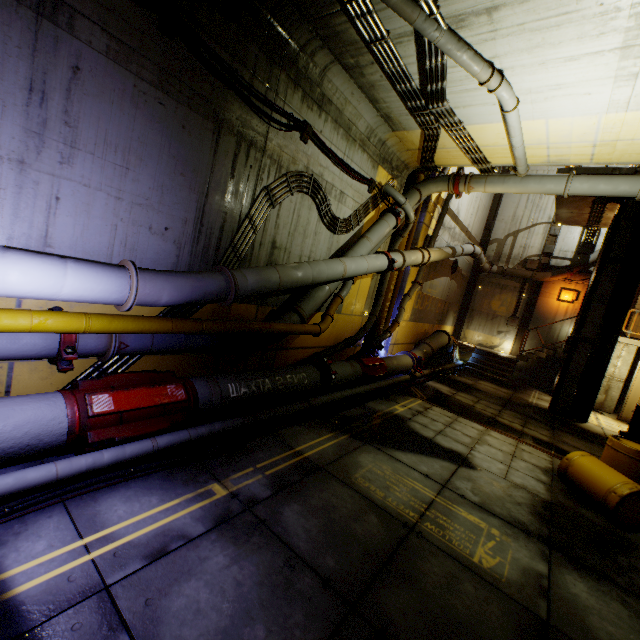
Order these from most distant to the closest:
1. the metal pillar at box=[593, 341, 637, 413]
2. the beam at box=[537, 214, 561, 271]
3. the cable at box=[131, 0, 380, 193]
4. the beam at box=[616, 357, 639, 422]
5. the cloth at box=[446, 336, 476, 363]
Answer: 1. the beam at box=[537, 214, 561, 271]
2. the cloth at box=[446, 336, 476, 363]
3. the metal pillar at box=[593, 341, 637, 413]
4. the beam at box=[616, 357, 639, 422]
5. the cable at box=[131, 0, 380, 193]

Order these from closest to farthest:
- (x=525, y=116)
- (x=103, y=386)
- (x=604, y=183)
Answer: (x=103, y=386) < (x=525, y=116) < (x=604, y=183)

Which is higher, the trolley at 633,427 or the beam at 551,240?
the beam at 551,240

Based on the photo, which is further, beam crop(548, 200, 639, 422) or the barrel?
beam crop(548, 200, 639, 422)

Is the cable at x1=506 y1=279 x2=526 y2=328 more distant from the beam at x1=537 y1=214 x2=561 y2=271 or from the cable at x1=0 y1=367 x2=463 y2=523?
the cable at x1=0 y1=367 x2=463 y2=523

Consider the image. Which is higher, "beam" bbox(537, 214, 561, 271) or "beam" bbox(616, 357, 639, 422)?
"beam" bbox(537, 214, 561, 271)

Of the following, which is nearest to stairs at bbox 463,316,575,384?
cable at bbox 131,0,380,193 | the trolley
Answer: the trolley

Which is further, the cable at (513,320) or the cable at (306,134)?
the cable at (513,320)
